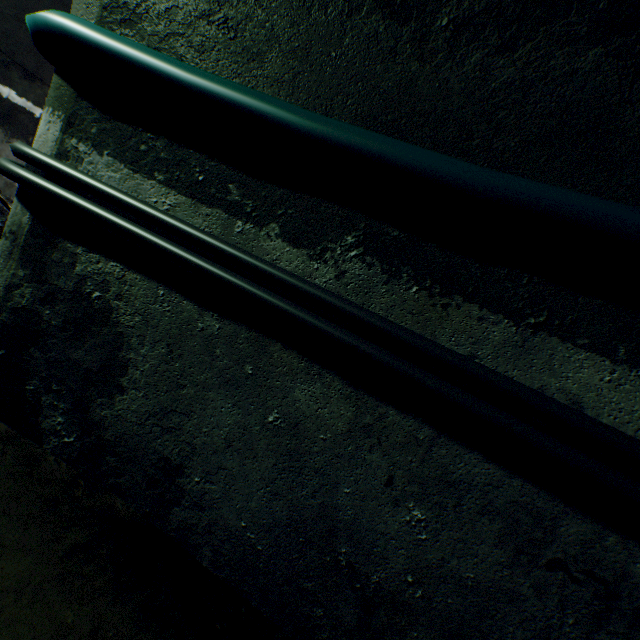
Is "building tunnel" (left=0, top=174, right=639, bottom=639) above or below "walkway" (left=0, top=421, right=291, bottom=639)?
above

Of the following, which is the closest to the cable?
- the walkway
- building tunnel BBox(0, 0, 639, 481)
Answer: building tunnel BBox(0, 0, 639, 481)

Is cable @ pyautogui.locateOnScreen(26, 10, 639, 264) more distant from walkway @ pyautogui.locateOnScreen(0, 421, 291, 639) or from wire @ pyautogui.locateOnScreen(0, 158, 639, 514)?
walkway @ pyautogui.locateOnScreen(0, 421, 291, 639)

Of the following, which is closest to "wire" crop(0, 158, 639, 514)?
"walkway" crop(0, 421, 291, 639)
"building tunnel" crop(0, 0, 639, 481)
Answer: "building tunnel" crop(0, 0, 639, 481)

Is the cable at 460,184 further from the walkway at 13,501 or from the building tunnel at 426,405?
the walkway at 13,501

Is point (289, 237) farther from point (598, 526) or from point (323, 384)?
point (598, 526)

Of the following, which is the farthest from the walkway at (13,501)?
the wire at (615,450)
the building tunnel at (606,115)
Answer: the wire at (615,450)
